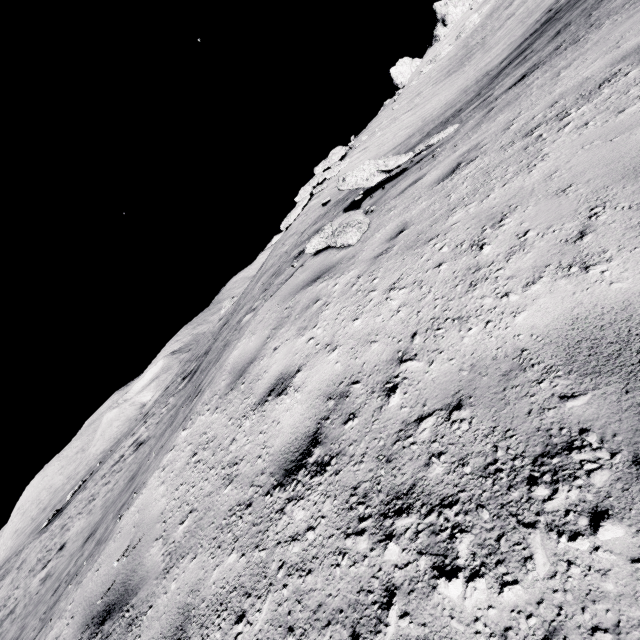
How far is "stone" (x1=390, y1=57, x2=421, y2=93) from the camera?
31.7 meters

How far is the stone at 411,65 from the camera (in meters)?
31.68

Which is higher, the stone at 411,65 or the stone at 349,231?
the stone at 411,65

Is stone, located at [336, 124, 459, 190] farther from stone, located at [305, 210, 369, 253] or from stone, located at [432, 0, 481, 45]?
stone, located at [432, 0, 481, 45]

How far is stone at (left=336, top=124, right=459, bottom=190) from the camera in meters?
6.2 m

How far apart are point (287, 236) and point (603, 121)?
15.9 meters

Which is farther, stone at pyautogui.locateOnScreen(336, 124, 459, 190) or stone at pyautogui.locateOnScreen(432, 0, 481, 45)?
stone at pyautogui.locateOnScreen(432, 0, 481, 45)

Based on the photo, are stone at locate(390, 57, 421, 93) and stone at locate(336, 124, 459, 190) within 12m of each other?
no
